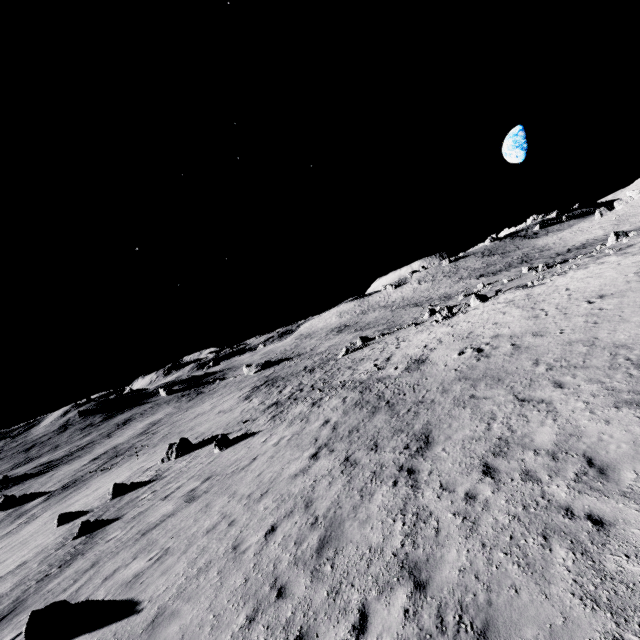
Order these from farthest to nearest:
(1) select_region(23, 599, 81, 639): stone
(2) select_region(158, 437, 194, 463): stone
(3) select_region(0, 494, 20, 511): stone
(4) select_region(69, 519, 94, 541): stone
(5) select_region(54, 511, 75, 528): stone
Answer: (3) select_region(0, 494, 20, 511): stone → (2) select_region(158, 437, 194, 463): stone → (5) select_region(54, 511, 75, 528): stone → (4) select_region(69, 519, 94, 541): stone → (1) select_region(23, 599, 81, 639): stone

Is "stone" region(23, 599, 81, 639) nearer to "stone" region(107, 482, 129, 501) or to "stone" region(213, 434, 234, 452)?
"stone" region(213, 434, 234, 452)

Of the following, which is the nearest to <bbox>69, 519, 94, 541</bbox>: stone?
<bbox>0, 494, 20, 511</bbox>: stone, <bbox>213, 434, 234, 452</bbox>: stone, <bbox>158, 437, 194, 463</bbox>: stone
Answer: <bbox>213, 434, 234, 452</bbox>: stone

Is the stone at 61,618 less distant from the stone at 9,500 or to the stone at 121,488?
the stone at 121,488

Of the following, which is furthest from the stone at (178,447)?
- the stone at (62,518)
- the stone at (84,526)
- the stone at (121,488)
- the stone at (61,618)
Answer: the stone at (61,618)

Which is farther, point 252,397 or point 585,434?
point 252,397

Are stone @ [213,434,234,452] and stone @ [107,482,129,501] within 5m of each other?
no

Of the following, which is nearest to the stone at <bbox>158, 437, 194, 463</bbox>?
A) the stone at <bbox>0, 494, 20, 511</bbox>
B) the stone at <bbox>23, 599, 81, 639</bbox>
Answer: the stone at <bbox>23, 599, 81, 639</bbox>
